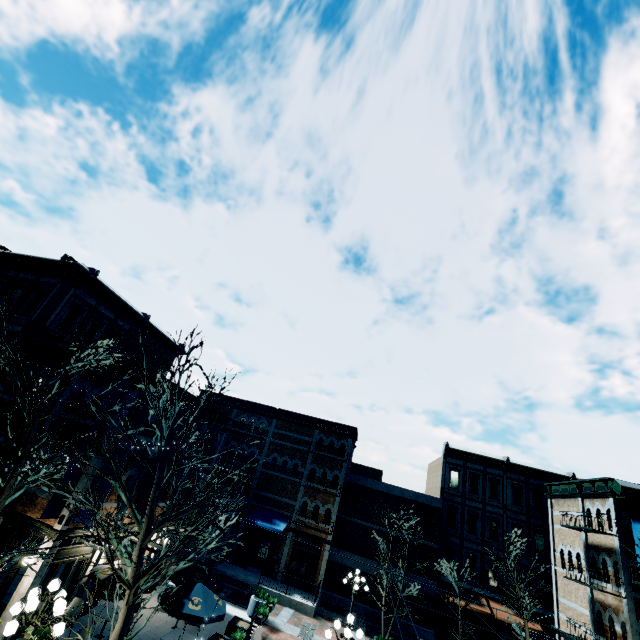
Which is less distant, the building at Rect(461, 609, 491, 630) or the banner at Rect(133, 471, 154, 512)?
the banner at Rect(133, 471, 154, 512)

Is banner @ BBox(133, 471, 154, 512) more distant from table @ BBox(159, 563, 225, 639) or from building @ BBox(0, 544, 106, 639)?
table @ BBox(159, 563, 225, 639)

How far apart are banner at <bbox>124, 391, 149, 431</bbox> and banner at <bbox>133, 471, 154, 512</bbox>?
2.8 meters

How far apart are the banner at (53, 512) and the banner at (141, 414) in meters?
0.1

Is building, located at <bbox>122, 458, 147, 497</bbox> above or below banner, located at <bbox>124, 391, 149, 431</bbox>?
below

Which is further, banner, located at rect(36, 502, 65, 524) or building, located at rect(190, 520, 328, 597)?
building, located at rect(190, 520, 328, 597)

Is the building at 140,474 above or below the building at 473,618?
above

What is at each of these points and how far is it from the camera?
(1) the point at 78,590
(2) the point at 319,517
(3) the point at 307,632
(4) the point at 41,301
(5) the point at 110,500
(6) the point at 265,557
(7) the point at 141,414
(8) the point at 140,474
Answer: (1) building, 12.9 meters
(2) building, 25.1 meters
(3) bench, 16.8 meters
(4) building, 17.0 meters
(5) building, 13.7 meters
(6) building, 25.4 meters
(7) banner, 13.4 meters
(8) building, 15.0 meters
